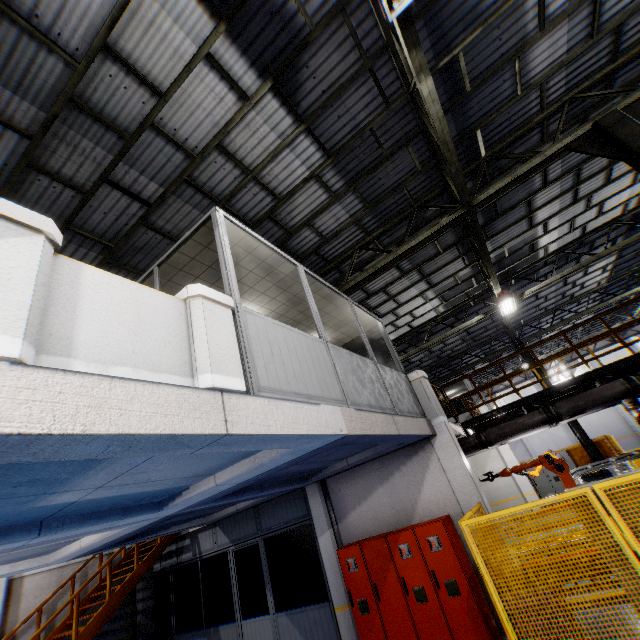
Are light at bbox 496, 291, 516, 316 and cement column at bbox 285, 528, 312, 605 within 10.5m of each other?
no

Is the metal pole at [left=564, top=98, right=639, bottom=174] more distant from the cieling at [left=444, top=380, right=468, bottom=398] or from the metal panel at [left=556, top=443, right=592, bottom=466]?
the cieling at [left=444, top=380, right=468, bottom=398]

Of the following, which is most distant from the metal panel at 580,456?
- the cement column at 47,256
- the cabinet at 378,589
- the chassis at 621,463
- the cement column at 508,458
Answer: the cement column at 47,256

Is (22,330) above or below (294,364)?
below

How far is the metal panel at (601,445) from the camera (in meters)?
14.17

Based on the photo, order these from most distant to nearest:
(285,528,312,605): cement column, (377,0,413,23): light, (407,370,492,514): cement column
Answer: (285,528,312,605): cement column, (407,370,492,514): cement column, (377,0,413,23): light

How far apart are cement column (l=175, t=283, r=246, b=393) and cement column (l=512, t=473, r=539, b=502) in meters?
16.7

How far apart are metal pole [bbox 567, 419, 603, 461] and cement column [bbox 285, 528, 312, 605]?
13.8 meters
